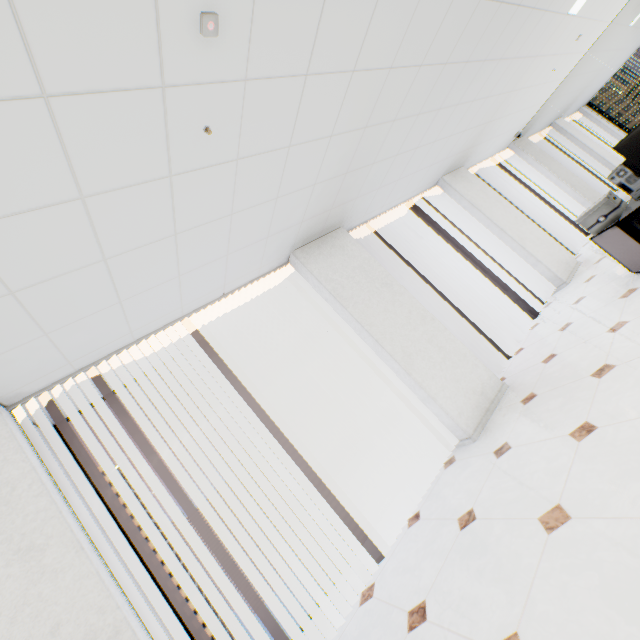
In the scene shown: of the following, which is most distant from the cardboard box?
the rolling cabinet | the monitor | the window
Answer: the window

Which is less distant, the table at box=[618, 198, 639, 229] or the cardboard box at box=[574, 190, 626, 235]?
the table at box=[618, 198, 639, 229]

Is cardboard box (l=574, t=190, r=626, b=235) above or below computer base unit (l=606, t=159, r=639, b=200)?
below

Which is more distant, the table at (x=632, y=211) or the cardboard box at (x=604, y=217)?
the cardboard box at (x=604, y=217)

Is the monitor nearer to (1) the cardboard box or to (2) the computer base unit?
(2) the computer base unit

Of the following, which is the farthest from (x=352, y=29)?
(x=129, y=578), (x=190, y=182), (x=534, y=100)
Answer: (x=534, y=100)

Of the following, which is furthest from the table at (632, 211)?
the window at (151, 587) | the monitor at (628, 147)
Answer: the window at (151, 587)

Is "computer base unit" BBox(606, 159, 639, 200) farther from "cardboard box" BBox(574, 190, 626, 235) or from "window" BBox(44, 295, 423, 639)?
"window" BBox(44, 295, 423, 639)
